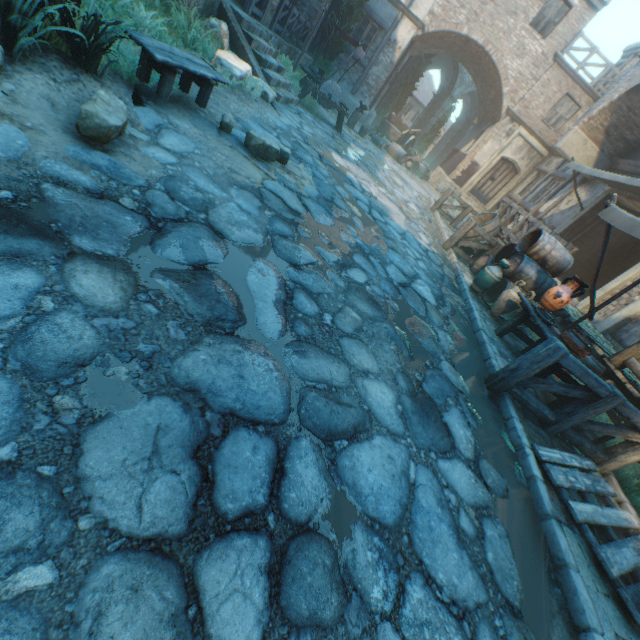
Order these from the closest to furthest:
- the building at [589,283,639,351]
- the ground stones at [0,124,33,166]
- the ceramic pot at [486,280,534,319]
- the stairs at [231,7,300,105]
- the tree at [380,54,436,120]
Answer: the ground stones at [0,124,33,166]
the ceramic pot at [486,280,534,319]
the building at [589,283,639,351]
the stairs at [231,7,300,105]
the tree at [380,54,436,120]

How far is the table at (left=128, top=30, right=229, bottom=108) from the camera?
3.53m

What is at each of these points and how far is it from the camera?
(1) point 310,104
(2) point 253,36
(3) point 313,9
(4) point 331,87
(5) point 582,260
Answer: (1) plants, 10.84m
(2) stairs, 8.29m
(3) building, 13.46m
(4) grinding wheel, 10.65m
(5) building, 12.43m

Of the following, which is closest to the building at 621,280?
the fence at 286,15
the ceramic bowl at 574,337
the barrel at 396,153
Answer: the ceramic bowl at 574,337

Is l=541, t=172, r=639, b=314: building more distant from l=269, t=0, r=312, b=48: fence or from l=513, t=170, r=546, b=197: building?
l=269, t=0, r=312, b=48: fence

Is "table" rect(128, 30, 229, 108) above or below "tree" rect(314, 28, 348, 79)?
below

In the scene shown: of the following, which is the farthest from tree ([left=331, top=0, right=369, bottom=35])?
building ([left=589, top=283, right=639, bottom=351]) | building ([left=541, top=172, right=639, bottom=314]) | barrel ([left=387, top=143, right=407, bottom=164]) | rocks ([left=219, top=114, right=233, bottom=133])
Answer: building ([left=541, top=172, right=639, bottom=314])

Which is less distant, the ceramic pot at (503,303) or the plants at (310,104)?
the ceramic pot at (503,303)
